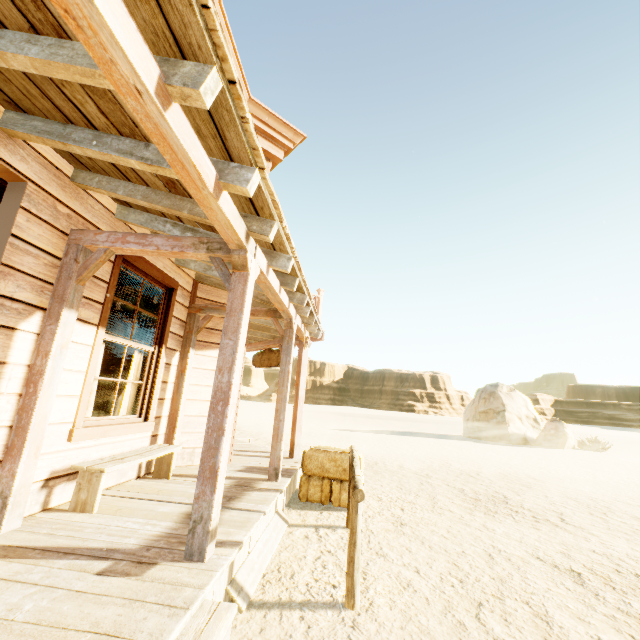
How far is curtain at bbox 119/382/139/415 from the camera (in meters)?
4.56

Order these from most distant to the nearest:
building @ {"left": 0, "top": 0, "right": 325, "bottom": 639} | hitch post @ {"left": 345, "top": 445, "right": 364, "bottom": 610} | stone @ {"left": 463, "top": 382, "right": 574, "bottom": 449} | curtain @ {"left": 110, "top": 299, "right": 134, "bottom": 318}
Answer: stone @ {"left": 463, "top": 382, "right": 574, "bottom": 449} → curtain @ {"left": 110, "top": 299, "right": 134, "bottom": 318} → hitch post @ {"left": 345, "top": 445, "right": 364, "bottom": 610} → building @ {"left": 0, "top": 0, "right": 325, "bottom": 639}

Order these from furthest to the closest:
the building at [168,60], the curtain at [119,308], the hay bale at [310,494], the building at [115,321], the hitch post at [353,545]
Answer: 1. the building at [115,321]
2. the hay bale at [310,494]
3. the curtain at [119,308]
4. the hitch post at [353,545]
5. the building at [168,60]

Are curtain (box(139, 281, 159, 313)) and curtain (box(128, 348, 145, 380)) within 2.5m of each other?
yes

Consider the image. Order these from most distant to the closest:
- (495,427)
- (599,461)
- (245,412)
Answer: (245,412)
(495,427)
(599,461)

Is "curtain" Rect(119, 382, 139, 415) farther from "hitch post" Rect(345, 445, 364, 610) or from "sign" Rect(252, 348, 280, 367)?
"sign" Rect(252, 348, 280, 367)

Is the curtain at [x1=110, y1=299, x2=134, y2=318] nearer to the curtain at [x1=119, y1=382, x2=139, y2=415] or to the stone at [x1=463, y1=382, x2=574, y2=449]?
the curtain at [x1=119, y1=382, x2=139, y2=415]

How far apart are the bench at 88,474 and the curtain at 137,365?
0.5m
